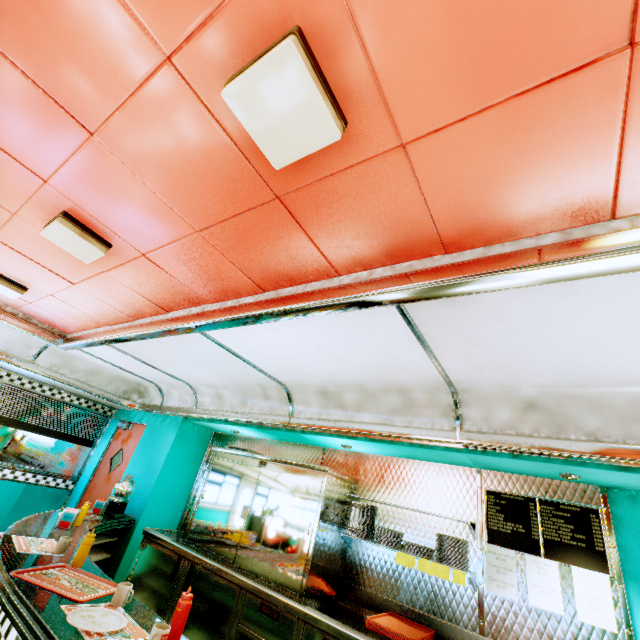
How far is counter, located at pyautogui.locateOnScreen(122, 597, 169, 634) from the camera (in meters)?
1.80

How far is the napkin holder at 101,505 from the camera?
4.3m

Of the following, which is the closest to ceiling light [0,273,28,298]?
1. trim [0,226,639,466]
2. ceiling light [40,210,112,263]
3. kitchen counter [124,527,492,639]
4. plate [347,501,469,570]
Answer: trim [0,226,639,466]

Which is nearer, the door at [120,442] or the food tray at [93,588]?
the food tray at [93,588]

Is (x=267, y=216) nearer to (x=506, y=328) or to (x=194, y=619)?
(x=506, y=328)

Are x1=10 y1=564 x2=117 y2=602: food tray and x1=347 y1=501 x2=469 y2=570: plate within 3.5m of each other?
yes

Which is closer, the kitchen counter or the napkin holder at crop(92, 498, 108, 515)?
the kitchen counter

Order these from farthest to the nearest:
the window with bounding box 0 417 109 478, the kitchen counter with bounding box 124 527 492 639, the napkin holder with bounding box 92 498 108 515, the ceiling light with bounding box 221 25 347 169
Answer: the window with bounding box 0 417 109 478 < the napkin holder with bounding box 92 498 108 515 < the kitchen counter with bounding box 124 527 492 639 < the ceiling light with bounding box 221 25 347 169
